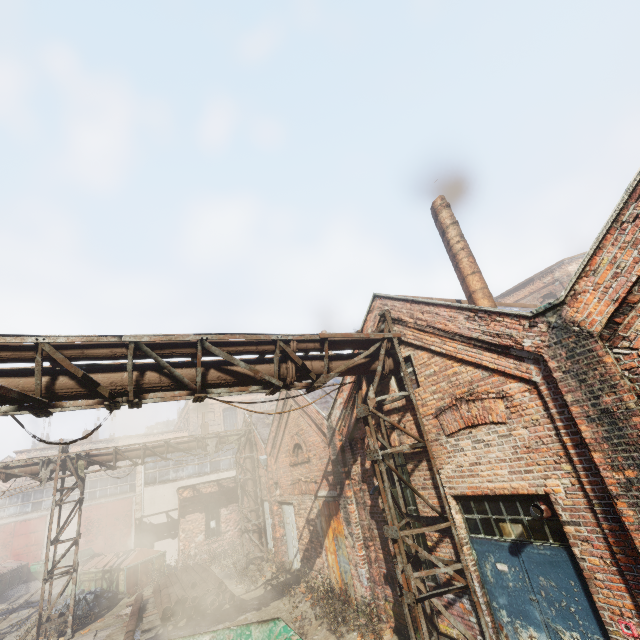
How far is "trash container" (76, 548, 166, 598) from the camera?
14.9 meters

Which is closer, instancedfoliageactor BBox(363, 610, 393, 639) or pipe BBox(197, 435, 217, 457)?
instancedfoliageactor BBox(363, 610, 393, 639)

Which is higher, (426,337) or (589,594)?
(426,337)

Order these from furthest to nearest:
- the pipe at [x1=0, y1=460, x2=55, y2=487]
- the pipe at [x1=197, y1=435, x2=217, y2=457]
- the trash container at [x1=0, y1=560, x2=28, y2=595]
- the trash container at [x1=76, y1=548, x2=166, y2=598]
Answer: the trash container at [x1=0, y1=560, x2=28, y2=595], the pipe at [x1=197, y1=435, x2=217, y2=457], the trash container at [x1=76, y1=548, x2=166, y2=598], the pipe at [x1=0, y1=460, x2=55, y2=487]

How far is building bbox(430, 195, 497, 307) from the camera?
8.09m

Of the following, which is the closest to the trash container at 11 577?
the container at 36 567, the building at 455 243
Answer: the container at 36 567

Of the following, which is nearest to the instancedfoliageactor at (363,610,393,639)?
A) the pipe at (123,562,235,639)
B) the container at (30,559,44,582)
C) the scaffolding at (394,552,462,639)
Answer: the scaffolding at (394,552,462,639)

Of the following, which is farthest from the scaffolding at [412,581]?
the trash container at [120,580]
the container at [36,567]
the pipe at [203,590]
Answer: the container at [36,567]
